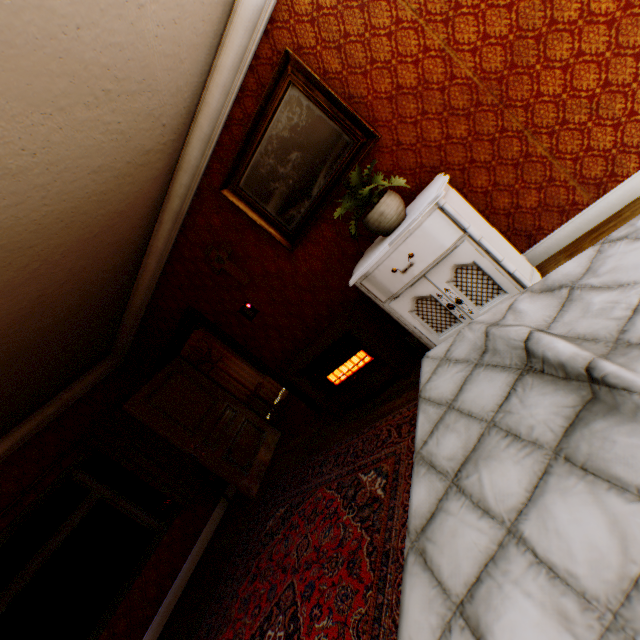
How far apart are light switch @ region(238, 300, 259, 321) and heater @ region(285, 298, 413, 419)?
0.7 meters

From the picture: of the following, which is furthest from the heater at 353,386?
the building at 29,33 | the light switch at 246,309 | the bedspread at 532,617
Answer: the bedspread at 532,617

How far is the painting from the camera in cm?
261

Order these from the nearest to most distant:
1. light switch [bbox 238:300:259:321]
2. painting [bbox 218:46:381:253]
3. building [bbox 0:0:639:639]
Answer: building [bbox 0:0:639:639], painting [bbox 218:46:381:253], light switch [bbox 238:300:259:321]

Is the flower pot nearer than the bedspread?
No

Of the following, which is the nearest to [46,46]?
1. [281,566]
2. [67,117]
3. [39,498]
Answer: [67,117]

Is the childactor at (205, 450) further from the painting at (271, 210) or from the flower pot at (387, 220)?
the flower pot at (387, 220)

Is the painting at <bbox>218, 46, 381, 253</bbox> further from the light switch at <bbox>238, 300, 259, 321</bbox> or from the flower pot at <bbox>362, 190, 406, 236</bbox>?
the light switch at <bbox>238, 300, 259, 321</bbox>
